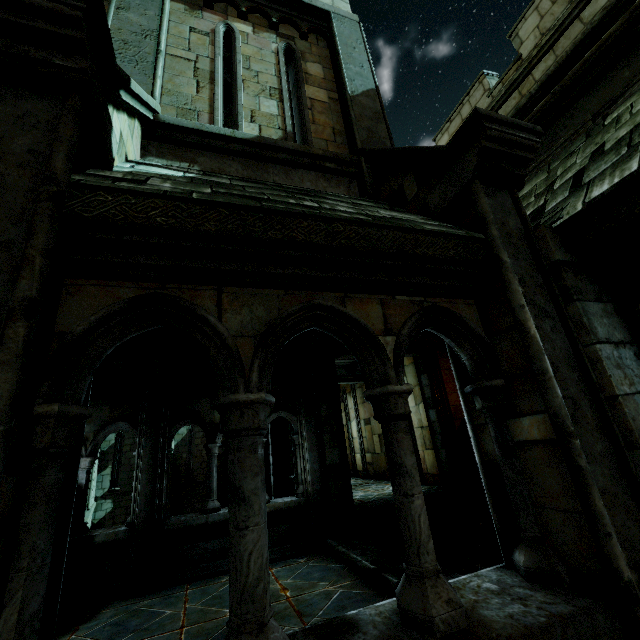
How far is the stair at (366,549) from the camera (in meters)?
4.45

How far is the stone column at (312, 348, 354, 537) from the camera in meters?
6.7

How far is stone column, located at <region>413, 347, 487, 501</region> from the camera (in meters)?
8.09

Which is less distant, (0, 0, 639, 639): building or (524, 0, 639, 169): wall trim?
(0, 0, 639, 639): building

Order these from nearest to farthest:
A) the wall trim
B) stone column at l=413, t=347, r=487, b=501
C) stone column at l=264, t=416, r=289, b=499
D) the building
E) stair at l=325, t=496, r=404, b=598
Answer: the building, the wall trim, stair at l=325, t=496, r=404, b=598, stone column at l=413, t=347, r=487, b=501, stone column at l=264, t=416, r=289, b=499

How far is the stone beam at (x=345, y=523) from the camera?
6.57m

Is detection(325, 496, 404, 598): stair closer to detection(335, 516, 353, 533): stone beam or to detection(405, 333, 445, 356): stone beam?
detection(335, 516, 353, 533): stone beam

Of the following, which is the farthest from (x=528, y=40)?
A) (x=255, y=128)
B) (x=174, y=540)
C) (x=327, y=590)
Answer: (x=174, y=540)
